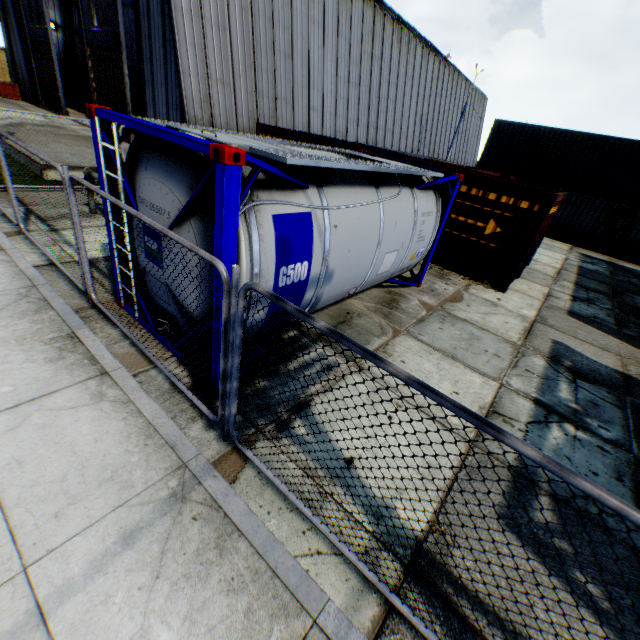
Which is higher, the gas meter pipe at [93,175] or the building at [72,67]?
the building at [72,67]

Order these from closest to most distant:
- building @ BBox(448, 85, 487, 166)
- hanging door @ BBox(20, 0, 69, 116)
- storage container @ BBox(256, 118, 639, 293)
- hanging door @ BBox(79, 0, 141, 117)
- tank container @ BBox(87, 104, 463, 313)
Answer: tank container @ BBox(87, 104, 463, 313)
storage container @ BBox(256, 118, 639, 293)
hanging door @ BBox(79, 0, 141, 117)
hanging door @ BBox(20, 0, 69, 116)
building @ BBox(448, 85, 487, 166)

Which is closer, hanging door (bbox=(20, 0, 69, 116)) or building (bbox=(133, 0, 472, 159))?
building (bbox=(133, 0, 472, 159))

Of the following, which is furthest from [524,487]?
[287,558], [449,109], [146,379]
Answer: [449,109]

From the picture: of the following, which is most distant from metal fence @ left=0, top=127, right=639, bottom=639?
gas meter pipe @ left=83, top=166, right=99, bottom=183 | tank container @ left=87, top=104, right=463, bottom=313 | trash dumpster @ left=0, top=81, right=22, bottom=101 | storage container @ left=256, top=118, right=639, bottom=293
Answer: storage container @ left=256, top=118, right=639, bottom=293

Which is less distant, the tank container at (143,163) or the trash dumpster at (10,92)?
the tank container at (143,163)

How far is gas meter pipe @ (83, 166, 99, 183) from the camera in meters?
8.4

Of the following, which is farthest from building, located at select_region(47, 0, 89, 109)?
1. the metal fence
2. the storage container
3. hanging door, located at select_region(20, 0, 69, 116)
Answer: the storage container
